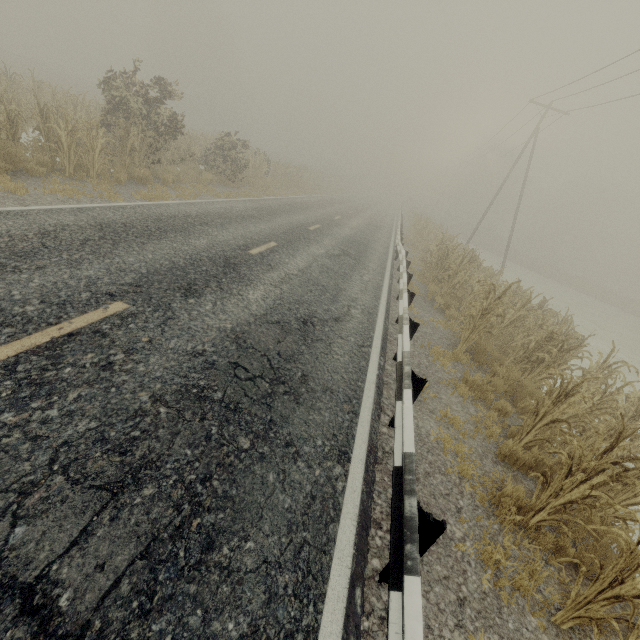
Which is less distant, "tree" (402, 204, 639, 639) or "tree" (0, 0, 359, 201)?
"tree" (402, 204, 639, 639)

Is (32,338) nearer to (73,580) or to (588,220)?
(73,580)

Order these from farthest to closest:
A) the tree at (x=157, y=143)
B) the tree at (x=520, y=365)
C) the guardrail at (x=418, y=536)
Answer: the tree at (x=157, y=143)
the tree at (x=520, y=365)
the guardrail at (x=418, y=536)

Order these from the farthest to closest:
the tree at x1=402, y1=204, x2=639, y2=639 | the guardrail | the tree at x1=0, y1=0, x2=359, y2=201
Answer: the tree at x1=0, y1=0, x2=359, y2=201, the tree at x1=402, y1=204, x2=639, y2=639, the guardrail

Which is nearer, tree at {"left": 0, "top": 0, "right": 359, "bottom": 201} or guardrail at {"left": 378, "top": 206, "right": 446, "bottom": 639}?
guardrail at {"left": 378, "top": 206, "right": 446, "bottom": 639}

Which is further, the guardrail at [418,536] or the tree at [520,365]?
the tree at [520,365]
